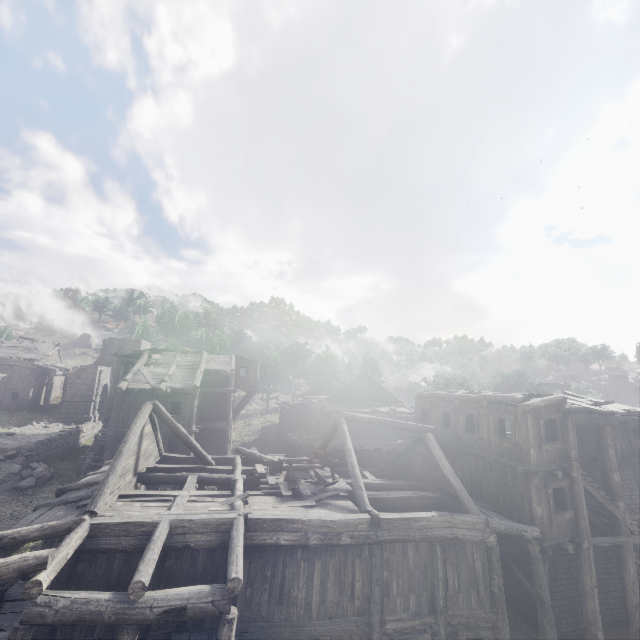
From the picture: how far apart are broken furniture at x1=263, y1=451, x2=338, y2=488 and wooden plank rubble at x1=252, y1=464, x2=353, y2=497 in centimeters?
1cm

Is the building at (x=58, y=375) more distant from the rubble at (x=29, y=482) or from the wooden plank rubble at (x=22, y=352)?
the rubble at (x=29, y=482)

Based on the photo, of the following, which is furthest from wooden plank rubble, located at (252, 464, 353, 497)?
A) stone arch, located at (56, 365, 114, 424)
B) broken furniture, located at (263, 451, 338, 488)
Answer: stone arch, located at (56, 365, 114, 424)

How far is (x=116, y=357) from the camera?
42.8m

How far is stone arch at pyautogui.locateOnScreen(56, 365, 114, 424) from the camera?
34.12m

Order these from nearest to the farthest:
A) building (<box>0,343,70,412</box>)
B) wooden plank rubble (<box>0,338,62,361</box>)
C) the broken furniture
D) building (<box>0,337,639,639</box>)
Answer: building (<box>0,337,639,639</box>)
the broken furniture
building (<box>0,343,70,412</box>)
wooden plank rubble (<box>0,338,62,361</box>)

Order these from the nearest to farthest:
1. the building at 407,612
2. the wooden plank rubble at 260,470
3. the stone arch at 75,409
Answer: the building at 407,612 < the wooden plank rubble at 260,470 < the stone arch at 75,409

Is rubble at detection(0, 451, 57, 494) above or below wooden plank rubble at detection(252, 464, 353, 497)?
below
